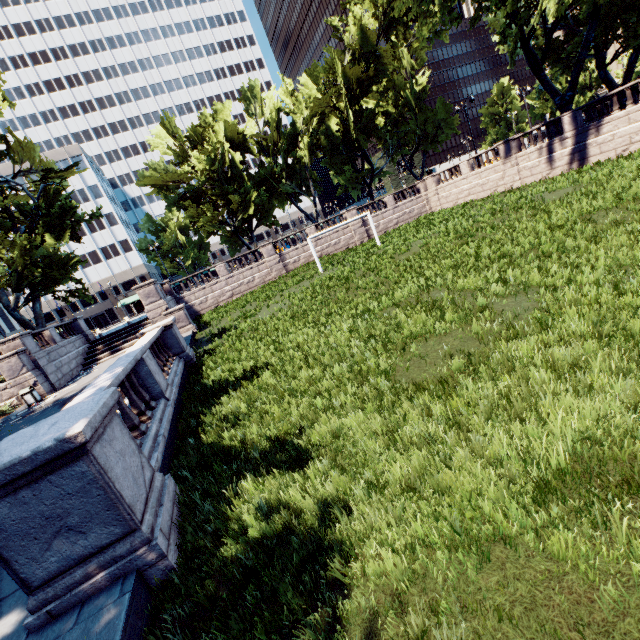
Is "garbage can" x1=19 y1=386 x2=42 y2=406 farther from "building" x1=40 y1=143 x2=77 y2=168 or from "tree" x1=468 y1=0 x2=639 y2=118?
"building" x1=40 y1=143 x2=77 y2=168

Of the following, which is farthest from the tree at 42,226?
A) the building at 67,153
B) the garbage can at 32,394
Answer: the garbage can at 32,394

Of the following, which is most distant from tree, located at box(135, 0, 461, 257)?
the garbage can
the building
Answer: the garbage can

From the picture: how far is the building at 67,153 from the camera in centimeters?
5869cm

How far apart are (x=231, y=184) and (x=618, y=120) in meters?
36.4 m

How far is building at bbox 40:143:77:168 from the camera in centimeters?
5869cm
